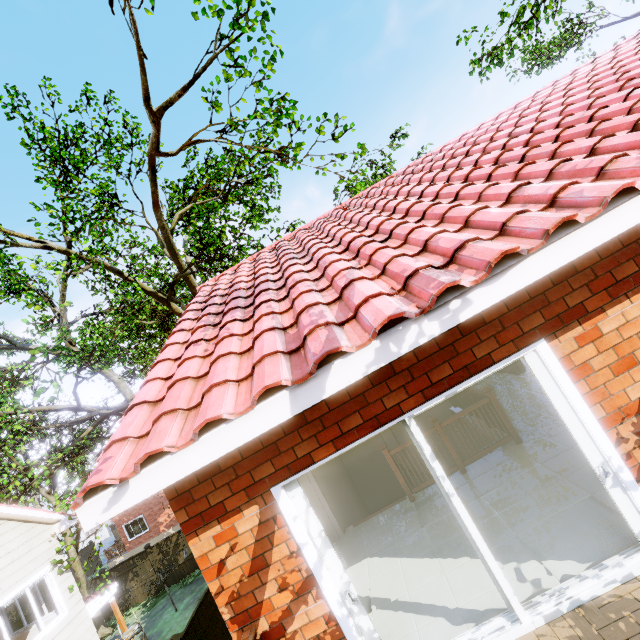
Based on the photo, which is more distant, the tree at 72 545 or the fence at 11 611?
the fence at 11 611

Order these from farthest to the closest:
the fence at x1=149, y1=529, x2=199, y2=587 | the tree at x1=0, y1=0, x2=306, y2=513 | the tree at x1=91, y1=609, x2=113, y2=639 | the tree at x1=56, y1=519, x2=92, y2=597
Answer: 1. the fence at x1=149, y1=529, x2=199, y2=587
2. the tree at x1=91, y1=609, x2=113, y2=639
3. the tree at x1=56, y1=519, x2=92, y2=597
4. the tree at x1=0, y1=0, x2=306, y2=513

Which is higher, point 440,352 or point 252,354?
point 252,354

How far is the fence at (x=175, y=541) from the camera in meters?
17.6 m

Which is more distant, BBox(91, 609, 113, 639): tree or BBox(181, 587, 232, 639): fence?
BBox(91, 609, 113, 639): tree

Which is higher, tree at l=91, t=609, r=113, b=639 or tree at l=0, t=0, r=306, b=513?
tree at l=0, t=0, r=306, b=513

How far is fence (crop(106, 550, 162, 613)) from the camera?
17.7m

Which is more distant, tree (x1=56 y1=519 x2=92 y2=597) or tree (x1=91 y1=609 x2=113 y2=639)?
tree (x1=91 y1=609 x2=113 y2=639)
